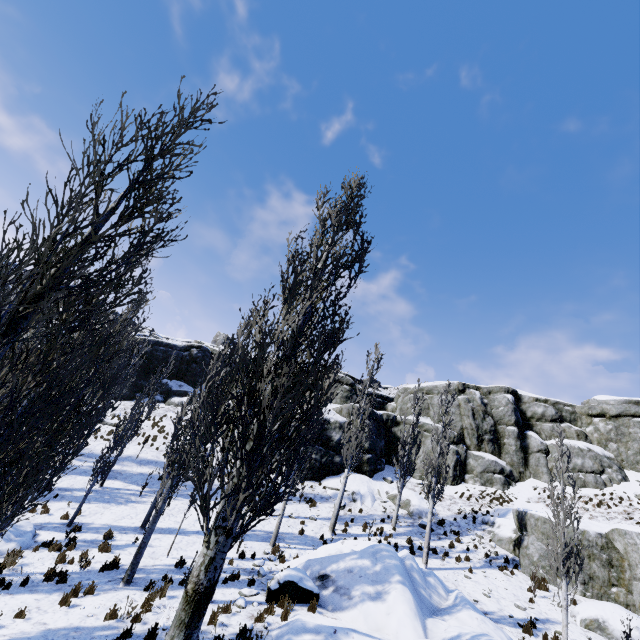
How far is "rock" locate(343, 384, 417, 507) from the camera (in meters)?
24.70

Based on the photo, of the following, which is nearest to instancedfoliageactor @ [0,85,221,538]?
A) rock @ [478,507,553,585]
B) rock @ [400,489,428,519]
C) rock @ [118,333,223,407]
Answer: rock @ [118,333,223,407]

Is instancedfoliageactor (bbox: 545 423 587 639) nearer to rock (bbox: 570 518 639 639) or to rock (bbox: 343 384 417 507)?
rock (bbox: 343 384 417 507)

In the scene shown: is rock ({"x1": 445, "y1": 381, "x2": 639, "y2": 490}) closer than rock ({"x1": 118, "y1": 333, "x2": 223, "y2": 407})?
Yes

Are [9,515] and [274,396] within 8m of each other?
yes

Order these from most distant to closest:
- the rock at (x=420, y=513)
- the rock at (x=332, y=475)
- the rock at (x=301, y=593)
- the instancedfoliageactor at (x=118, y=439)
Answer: the rock at (x=332, y=475), the rock at (x=420, y=513), the instancedfoliageactor at (x=118, y=439), the rock at (x=301, y=593)

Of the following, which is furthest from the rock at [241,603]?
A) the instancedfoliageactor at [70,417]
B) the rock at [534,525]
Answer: the rock at [534,525]
